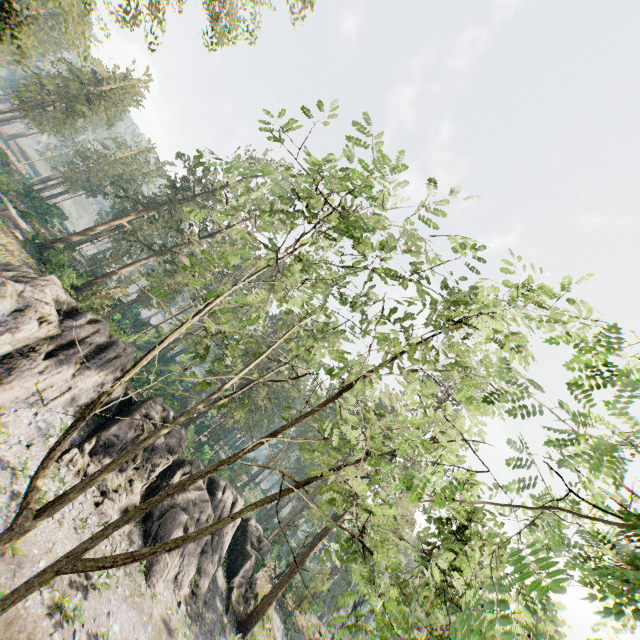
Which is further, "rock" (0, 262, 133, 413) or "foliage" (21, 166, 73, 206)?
"foliage" (21, 166, 73, 206)

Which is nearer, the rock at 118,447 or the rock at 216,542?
the rock at 118,447

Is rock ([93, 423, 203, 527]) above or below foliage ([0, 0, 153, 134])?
below

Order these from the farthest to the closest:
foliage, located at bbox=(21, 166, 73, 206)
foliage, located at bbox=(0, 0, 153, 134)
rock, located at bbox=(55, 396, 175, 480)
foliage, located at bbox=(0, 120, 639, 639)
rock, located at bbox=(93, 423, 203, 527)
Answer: foliage, located at bbox=(21, 166, 73, 206)
rock, located at bbox=(93, 423, 203, 527)
rock, located at bbox=(55, 396, 175, 480)
foliage, located at bbox=(0, 0, 153, 134)
foliage, located at bbox=(0, 120, 639, 639)

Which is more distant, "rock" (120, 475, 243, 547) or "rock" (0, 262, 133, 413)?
"rock" (120, 475, 243, 547)

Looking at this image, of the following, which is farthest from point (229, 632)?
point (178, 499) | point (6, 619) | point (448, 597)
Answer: point (448, 597)

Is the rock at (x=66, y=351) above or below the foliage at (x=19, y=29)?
below
